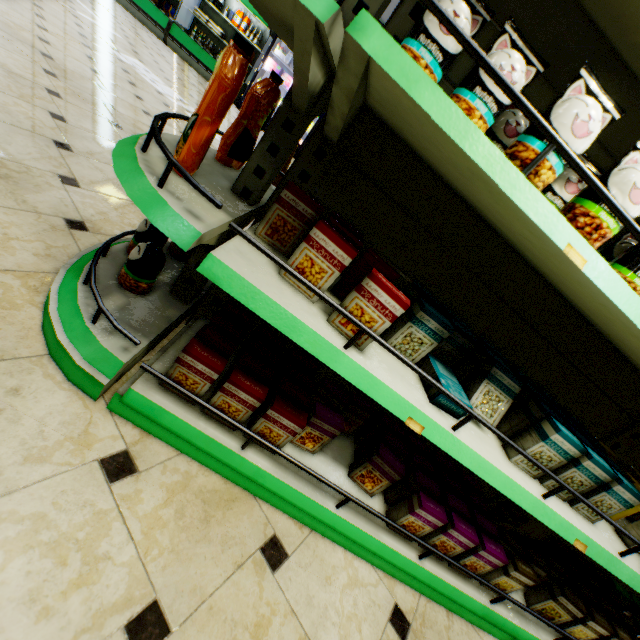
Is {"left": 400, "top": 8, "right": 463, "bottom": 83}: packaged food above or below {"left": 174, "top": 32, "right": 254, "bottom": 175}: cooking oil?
above

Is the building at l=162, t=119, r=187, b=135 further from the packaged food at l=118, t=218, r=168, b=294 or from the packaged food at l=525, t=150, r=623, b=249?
the packaged food at l=525, t=150, r=623, b=249

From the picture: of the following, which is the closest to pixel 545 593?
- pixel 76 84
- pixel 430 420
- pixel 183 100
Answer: pixel 430 420

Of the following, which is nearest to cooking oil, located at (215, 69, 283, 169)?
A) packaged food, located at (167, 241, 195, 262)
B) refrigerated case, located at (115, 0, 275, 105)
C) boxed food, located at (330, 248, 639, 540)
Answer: packaged food, located at (167, 241, 195, 262)

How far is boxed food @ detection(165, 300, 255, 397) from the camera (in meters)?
1.11

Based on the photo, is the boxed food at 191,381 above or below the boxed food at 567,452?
below

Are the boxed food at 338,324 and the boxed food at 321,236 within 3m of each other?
yes

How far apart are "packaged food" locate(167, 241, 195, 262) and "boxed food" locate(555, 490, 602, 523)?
1.7m
